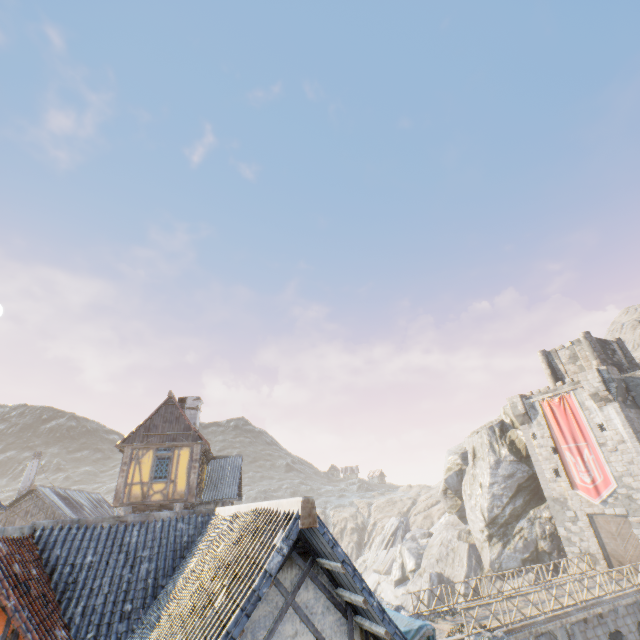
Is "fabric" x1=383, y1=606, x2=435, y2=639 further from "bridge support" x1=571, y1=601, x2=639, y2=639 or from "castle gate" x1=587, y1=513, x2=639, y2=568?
"castle gate" x1=587, y1=513, x2=639, y2=568

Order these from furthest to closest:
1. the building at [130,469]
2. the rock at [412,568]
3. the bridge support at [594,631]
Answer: the rock at [412,568] < the bridge support at [594,631] < the building at [130,469]

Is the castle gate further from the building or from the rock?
the building

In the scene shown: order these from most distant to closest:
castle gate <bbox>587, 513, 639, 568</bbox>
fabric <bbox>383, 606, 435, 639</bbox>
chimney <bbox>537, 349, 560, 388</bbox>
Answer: chimney <bbox>537, 349, 560, 388</bbox> → castle gate <bbox>587, 513, 639, 568</bbox> → fabric <bbox>383, 606, 435, 639</bbox>

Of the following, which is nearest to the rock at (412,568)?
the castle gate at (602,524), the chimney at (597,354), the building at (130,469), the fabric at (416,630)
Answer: the building at (130,469)

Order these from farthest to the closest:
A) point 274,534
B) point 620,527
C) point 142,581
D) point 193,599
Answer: point 620,527, point 142,581, point 193,599, point 274,534

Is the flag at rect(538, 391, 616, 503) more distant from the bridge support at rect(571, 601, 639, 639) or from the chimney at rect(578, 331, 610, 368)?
the bridge support at rect(571, 601, 639, 639)

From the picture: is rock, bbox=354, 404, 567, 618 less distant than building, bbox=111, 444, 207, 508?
No
